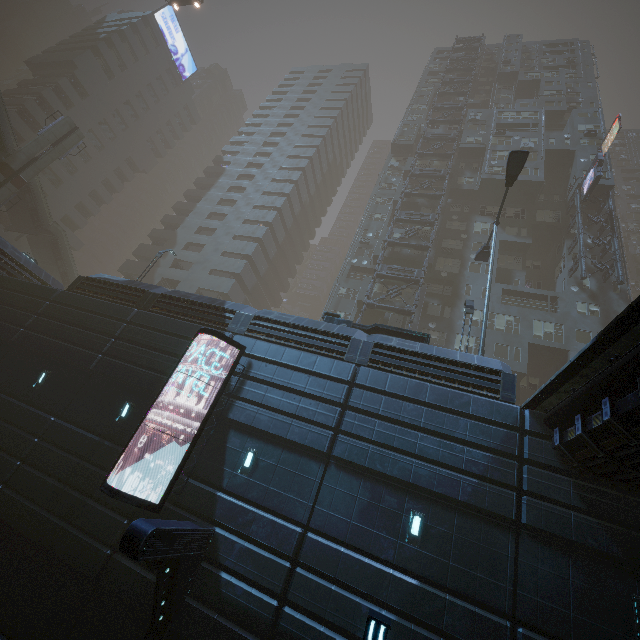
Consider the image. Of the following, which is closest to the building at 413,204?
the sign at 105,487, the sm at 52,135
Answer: the sign at 105,487

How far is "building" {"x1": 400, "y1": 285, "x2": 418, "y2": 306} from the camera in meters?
29.7

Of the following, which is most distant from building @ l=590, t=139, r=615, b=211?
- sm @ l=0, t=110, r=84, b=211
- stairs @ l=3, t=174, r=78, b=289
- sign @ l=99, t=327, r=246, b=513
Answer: sm @ l=0, t=110, r=84, b=211

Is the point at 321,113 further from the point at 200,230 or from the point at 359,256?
the point at 359,256

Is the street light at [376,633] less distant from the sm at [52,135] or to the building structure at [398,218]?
the building structure at [398,218]

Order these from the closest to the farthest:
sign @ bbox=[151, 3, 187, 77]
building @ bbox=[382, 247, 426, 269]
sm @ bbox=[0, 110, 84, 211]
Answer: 1. sm @ bbox=[0, 110, 84, 211]
2. building @ bbox=[382, 247, 426, 269]
3. sign @ bbox=[151, 3, 187, 77]

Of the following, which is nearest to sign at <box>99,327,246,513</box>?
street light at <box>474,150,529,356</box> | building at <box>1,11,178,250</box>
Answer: street light at <box>474,150,529,356</box>
